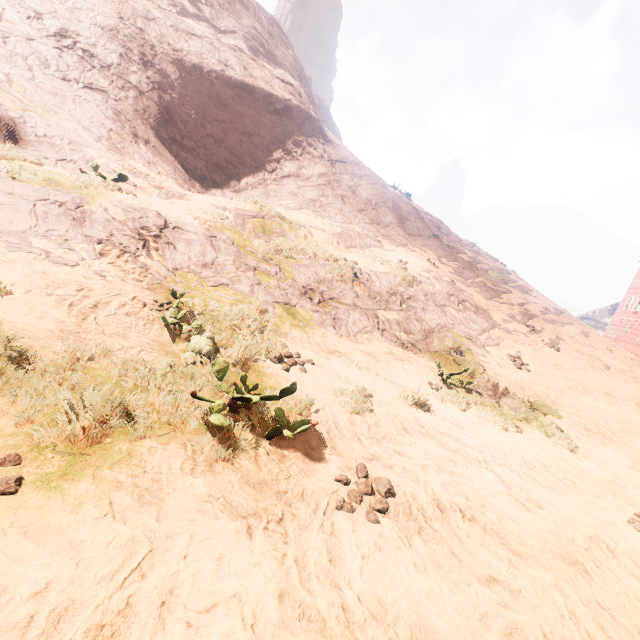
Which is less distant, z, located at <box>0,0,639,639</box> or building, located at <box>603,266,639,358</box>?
z, located at <box>0,0,639,639</box>

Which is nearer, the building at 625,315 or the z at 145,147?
the z at 145,147

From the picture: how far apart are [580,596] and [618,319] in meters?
41.8
